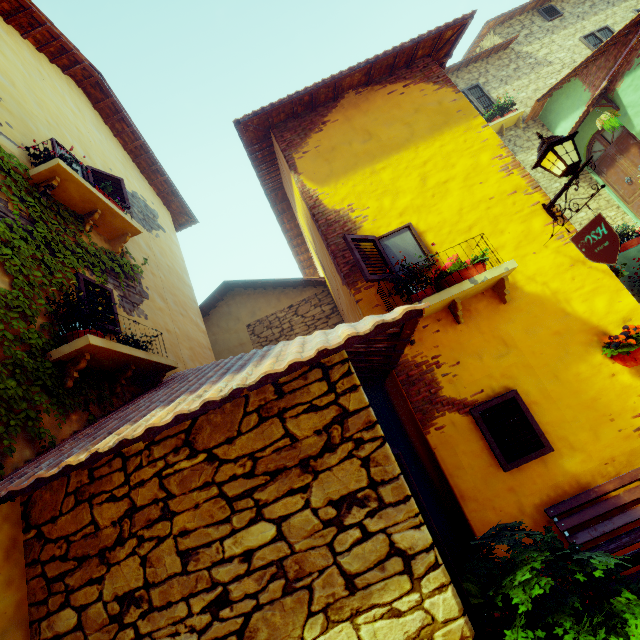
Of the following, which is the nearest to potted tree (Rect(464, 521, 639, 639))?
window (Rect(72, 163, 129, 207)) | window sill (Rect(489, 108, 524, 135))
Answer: window (Rect(72, 163, 129, 207))

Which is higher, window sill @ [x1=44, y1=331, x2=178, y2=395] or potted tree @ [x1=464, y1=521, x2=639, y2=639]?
window sill @ [x1=44, y1=331, x2=178, y2=395]

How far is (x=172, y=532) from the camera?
2.15m

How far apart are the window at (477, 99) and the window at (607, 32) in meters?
4.0

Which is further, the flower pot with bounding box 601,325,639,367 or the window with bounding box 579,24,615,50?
the window with bounding box 579,24,615,50

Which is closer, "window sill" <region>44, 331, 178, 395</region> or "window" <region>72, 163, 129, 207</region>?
"window sill" <region>44, 331, 178, 395</region>

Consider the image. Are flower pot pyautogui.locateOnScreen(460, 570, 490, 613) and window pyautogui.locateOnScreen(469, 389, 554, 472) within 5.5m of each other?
yes

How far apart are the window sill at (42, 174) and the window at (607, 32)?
16.3m
